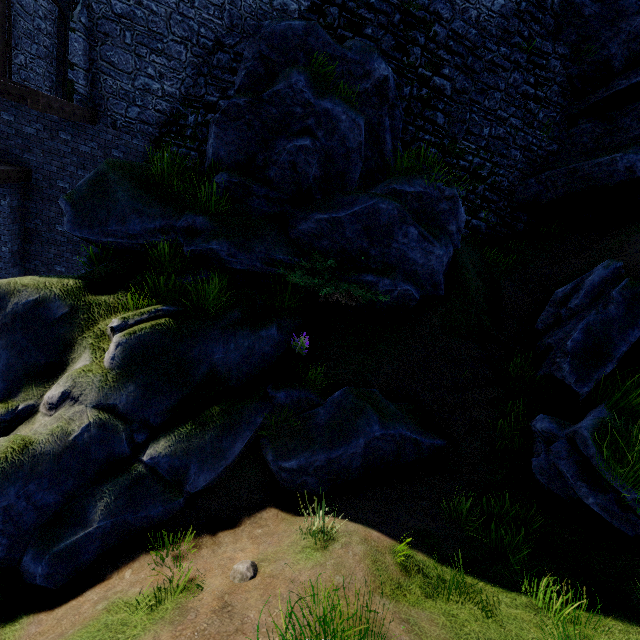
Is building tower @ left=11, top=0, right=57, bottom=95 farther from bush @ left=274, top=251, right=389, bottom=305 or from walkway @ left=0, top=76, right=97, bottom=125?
bush @ left=274, top=251, right=389, bottom=305

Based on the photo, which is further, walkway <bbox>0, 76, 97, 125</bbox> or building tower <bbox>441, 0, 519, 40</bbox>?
building tower <bbox>441, 0, 519, 40</bbox>

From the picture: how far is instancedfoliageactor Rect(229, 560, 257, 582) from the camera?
4.0 meters

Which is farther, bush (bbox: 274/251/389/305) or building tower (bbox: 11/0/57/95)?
building tower (bbox: 11/0/57/95)

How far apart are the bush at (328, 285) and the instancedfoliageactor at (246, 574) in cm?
466

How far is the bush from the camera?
7.1 meters

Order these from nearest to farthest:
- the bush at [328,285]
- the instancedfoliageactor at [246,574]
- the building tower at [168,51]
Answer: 1. the instancedfoliageactor at [246,574]
2. the bush at [328,285]
3. the building tower at [168,51]

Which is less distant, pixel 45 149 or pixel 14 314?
pixel 14 314
